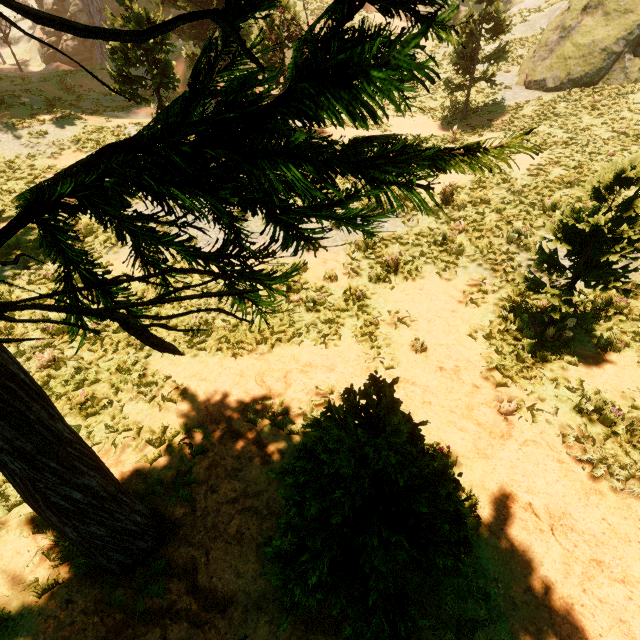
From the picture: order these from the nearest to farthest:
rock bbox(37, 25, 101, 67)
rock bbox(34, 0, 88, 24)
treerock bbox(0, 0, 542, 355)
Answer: treerock bbox(0, 0, 542, 355), rock bbox(34, 0, 88, 24), rock bbox(37, 25, 101, 67)

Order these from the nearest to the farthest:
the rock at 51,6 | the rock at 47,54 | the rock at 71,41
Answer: the rock at 51,6
the rock at 71,41
the rock at 47,54

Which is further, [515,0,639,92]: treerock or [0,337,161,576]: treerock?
[515,0,639,92]: treerock

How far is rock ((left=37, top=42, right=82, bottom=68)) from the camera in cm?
3355

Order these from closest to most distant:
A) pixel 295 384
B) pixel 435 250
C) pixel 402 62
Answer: pixel 402 62
pixel 295 384
pixel 435 250

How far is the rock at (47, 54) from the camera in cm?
3355

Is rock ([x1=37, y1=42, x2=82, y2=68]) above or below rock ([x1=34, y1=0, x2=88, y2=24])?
below
